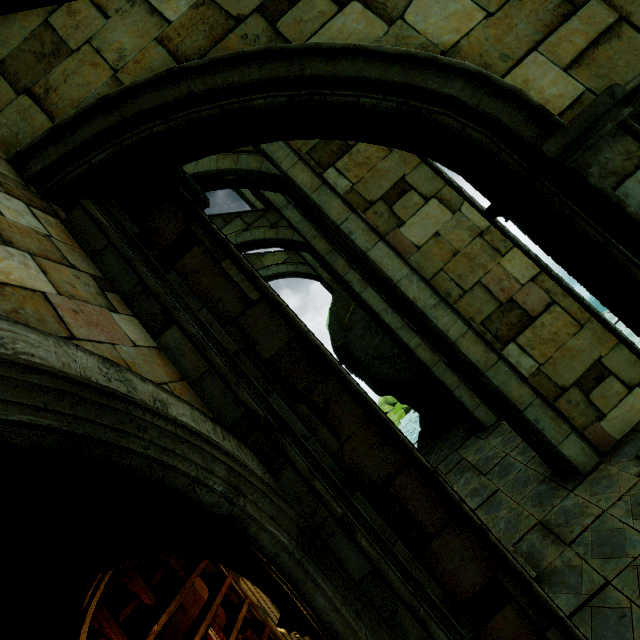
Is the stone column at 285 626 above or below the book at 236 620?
above

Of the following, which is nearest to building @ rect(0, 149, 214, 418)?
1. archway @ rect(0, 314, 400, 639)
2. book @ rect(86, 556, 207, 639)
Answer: archway @ rect(0, 314, 400, 639)

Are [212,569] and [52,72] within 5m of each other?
no

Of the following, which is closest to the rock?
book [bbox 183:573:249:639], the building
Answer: the building

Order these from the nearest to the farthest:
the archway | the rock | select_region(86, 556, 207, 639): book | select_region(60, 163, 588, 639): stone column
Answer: the archway → select_region(60, 163, 588, 639): stone column → select_region(86, 556, 207, 639): book → the rock

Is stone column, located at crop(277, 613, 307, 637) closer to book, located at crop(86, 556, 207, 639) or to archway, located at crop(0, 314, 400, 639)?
archway, located at crop(0, 314, 400, 639)

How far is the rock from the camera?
12.49m

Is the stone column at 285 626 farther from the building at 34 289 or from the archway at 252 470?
the building at 34 289
